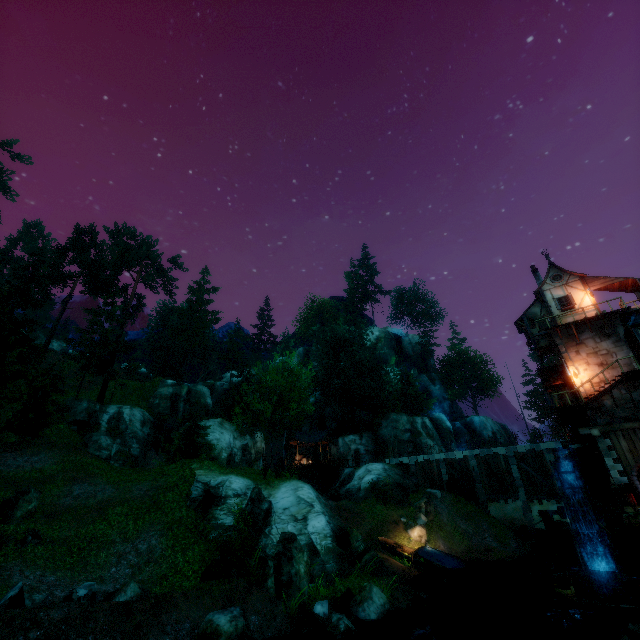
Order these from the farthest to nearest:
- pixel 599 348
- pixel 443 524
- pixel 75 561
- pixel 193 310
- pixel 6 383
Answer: pixel 193 310 → pixel 443 524 → pixel 6 383 → pixel 599 348 → pixel 75 561

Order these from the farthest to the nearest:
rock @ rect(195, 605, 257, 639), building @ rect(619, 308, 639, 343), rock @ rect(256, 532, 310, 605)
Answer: building @ rect(619, 308, 639, 343) → rock @ rect(256, 532, 310, 605) → rock @ rect(195, 605, 257, 639)

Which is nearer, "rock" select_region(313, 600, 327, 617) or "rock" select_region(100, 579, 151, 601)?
"rock" select_region(100, 579, 151, 601)

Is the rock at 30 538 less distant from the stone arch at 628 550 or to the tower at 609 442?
the stone arch at 628 550

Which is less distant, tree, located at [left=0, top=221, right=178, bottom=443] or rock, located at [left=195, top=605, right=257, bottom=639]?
rock, located at [left=195, top=605, right=257, bottom=639]

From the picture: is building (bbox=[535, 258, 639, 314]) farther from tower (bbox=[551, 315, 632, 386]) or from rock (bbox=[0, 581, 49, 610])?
rock (bbox=[0, 581, 49, 610])

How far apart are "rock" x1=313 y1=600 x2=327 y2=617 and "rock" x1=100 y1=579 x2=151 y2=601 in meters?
6.5 m

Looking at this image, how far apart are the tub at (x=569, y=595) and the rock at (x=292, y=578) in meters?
10.2
